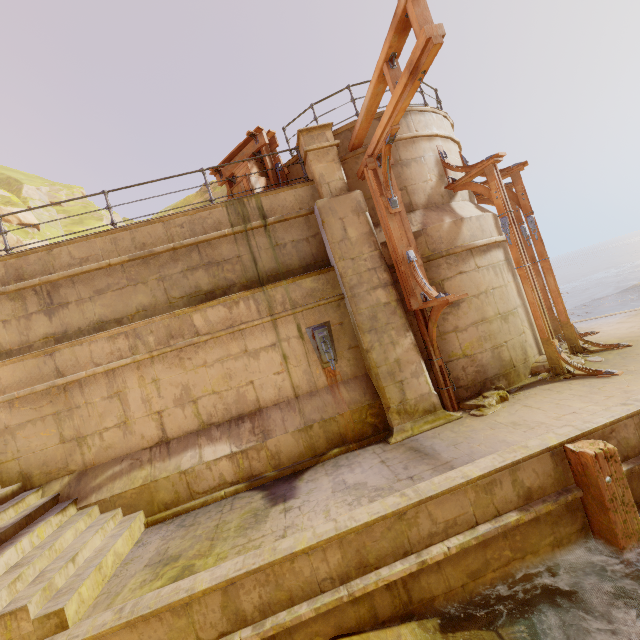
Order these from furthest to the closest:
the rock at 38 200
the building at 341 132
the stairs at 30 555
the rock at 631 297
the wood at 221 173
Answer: the rock at 631 297, the rock at 38 200, the wood at 221 173, the building at 341 132, the stairs at 30 555

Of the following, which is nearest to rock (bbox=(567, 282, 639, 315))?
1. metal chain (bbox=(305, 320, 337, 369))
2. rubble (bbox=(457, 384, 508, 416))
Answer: rubble (bbox=(457, 384, 508, 416))

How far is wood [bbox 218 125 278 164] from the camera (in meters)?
8.30

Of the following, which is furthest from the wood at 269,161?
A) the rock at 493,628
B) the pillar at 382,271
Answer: the rock at 493,628

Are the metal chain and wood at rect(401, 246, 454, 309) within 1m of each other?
no

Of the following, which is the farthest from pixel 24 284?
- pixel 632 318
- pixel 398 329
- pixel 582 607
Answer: pixel 632 318

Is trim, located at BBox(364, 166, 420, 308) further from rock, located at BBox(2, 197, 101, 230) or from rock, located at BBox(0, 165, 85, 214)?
rock, located at BBox(0, 165, 85, 214)
